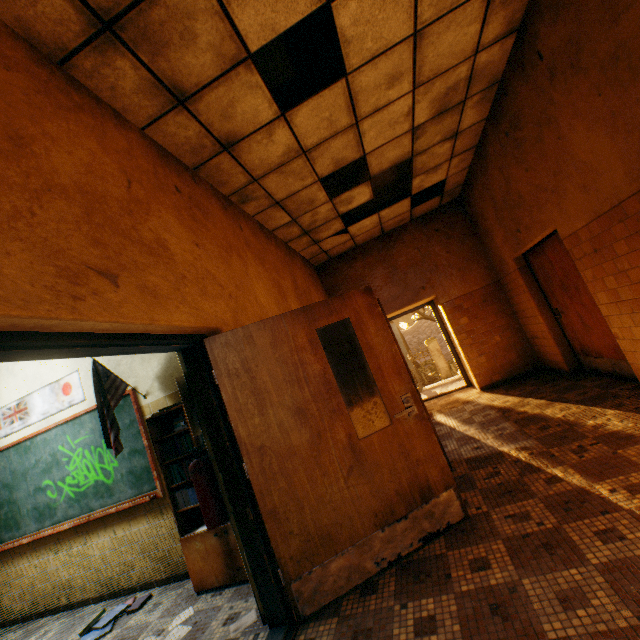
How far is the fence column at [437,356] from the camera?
17.4m

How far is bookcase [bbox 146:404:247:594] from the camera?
3.1 meters

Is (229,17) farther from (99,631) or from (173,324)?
(99,631)

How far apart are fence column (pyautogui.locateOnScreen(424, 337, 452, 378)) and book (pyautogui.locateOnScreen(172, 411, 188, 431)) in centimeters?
1593cm

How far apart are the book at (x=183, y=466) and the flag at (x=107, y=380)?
0.37m

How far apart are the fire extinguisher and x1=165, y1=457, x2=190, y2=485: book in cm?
47

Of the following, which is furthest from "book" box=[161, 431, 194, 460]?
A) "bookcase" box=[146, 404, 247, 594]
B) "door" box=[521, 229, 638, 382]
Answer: "door" box=[521, 229, 638, 382]

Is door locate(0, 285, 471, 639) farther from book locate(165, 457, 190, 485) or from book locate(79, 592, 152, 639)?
book locate(79, 592, 152, 639)
